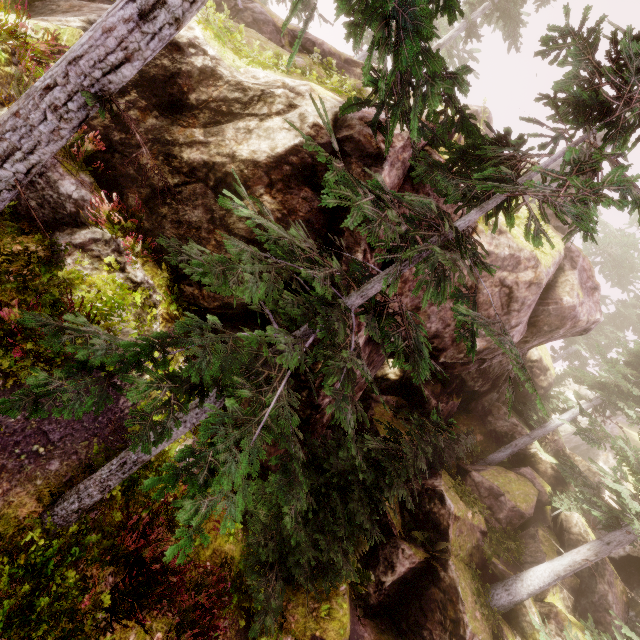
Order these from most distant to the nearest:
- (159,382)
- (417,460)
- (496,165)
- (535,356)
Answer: (535,356) < (417,460) < (496,165) < (159,382)

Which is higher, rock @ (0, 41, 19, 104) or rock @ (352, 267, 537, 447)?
rock @ (352, 267, 537, 447)

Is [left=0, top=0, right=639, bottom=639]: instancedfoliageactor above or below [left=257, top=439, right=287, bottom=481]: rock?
below

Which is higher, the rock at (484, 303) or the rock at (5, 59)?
the rock at (484, 303)

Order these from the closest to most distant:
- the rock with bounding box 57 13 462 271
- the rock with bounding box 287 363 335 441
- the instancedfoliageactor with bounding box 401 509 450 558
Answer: the rock with bounding box 57 13 462 271 < the rock with bounding box 287 363 335 441 < the instancedfoliageactor with bounding box 401 509 450 558

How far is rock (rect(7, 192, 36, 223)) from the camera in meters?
6.1

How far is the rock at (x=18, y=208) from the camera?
6.1 meters
